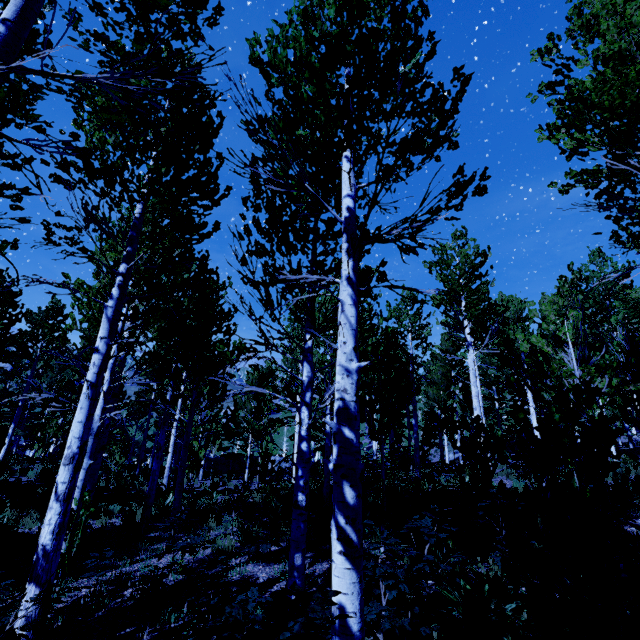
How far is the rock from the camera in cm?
3450

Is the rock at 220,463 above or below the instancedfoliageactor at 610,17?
below

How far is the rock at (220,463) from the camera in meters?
34.5

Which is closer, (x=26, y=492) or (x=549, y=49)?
(x=549, y=49)

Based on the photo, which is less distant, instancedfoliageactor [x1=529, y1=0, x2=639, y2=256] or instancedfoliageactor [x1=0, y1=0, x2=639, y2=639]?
Result: instancedfoliageactor [x1=0, y1=0, x2=639, y2=639]

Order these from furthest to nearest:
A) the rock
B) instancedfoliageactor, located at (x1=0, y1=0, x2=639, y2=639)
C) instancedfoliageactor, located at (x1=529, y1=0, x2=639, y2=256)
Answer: the rock
instancedfoliageactor, located at (x1=529, y1=0, x2=639, y2=256)
instancedfoliageactor, located at (x1=0, y1=0, x2=639, y2=639)

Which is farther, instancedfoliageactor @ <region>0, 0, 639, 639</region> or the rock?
the rock
